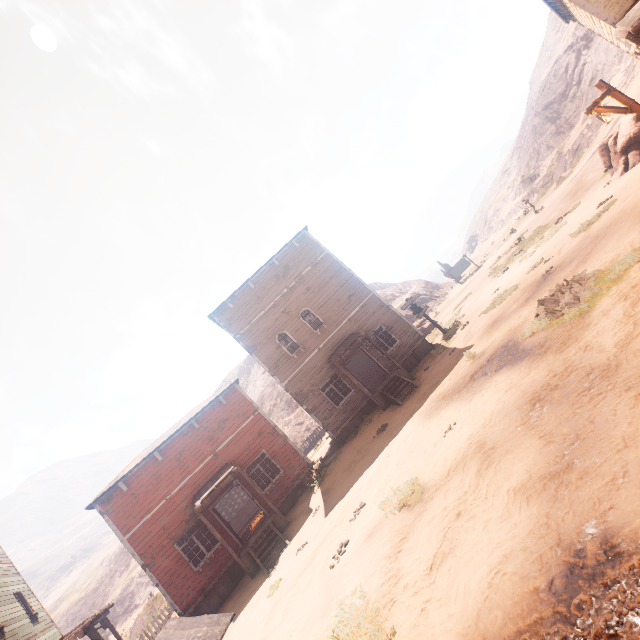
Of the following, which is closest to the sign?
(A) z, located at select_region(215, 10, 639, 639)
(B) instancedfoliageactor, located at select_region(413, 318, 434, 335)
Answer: (A) z, located at select_region(215, 10, 639, 639)

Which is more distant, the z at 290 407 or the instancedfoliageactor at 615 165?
the z at 290 407

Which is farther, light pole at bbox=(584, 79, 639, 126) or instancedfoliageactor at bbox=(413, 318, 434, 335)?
instancedfoliageactor at bbox=(413, 318, 434, 335)

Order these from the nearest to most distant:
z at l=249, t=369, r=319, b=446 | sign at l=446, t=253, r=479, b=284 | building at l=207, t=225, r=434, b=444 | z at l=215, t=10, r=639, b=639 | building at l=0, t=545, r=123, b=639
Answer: z at l=215, t=10, r=639, b=639, building at l=0, t=545, r=123, b=639, building at l=207, t=225, r=434, b=444, sign at l=446, t=253, r=479, b=284, z at l=249, t=369, r=319, b=446

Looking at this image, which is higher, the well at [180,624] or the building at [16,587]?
the building at [16,587]

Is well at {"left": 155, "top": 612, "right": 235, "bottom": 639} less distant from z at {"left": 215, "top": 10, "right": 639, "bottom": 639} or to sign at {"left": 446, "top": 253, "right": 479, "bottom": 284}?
z at {"left": 215, "top": 10, "right": 639, "bottom": 639}

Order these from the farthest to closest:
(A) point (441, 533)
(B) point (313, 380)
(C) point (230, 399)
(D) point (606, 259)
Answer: (B) point (313, 380), (C) point (230, 399), (D) point (606, 259), (A) point (441, 533)

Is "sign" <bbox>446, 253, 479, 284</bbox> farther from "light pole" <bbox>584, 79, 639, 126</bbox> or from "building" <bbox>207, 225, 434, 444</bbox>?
"light pole" <bbox>584, 79, 639, 126</bbox>
